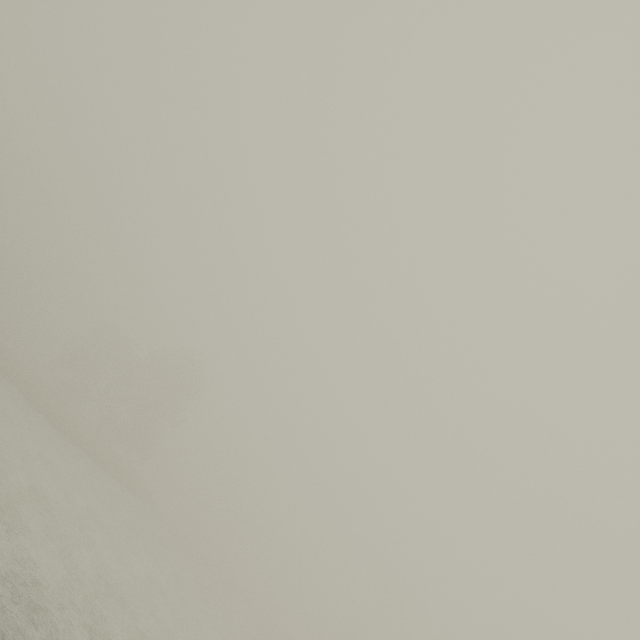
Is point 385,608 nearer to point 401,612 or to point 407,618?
point 401,612
